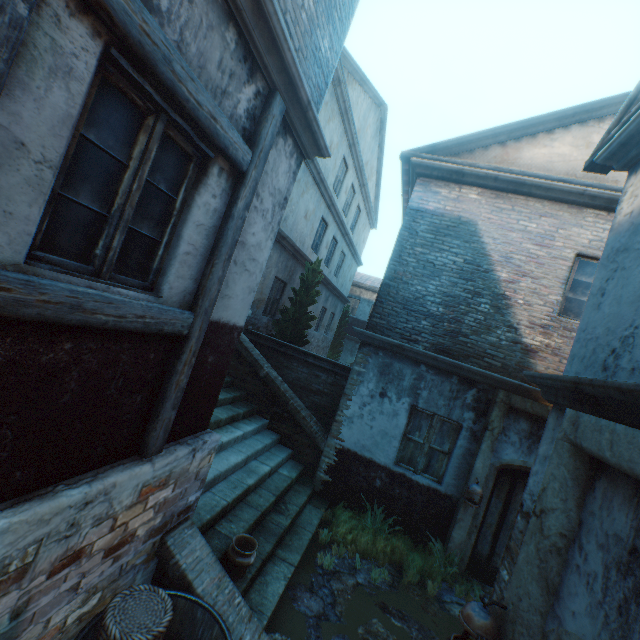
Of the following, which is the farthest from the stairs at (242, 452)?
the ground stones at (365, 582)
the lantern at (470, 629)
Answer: the lantern at (470, 629)

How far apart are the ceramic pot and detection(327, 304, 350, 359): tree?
16.1m

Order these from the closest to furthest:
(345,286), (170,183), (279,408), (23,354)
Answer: (23,354), (170,183), (279,408), (345,286)

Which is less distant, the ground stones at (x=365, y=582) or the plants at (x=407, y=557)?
the ground stones at (x=365, y=582)

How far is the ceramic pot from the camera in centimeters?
394cm

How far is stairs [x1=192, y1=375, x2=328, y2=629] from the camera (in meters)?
4.25

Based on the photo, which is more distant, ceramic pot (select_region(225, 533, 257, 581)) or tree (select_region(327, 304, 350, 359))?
tree (select_region(327, 304, 350, 359))

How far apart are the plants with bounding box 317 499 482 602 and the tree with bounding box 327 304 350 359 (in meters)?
13.43
